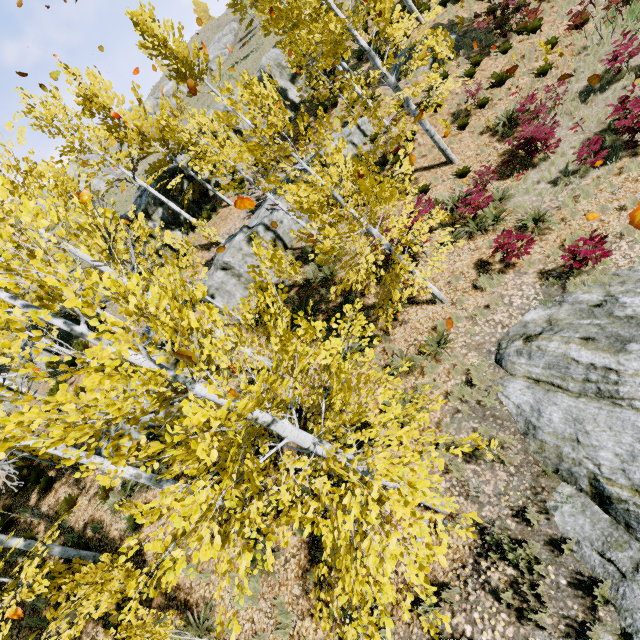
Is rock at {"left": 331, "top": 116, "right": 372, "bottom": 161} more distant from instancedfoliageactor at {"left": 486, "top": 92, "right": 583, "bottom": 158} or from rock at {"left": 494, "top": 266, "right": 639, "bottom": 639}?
rock at {"left": 494, "top": 266, "right": 639, "bottom": 639}

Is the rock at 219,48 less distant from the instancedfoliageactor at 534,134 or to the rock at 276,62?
the instancedfoliageactor at 534,134

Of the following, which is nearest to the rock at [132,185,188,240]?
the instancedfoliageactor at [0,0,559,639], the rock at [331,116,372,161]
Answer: the instancedfoliageactor at [0,0,559,639]

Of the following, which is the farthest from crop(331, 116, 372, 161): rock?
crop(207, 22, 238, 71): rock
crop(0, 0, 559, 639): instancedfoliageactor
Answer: crop(207, 22, 238, 71): rock

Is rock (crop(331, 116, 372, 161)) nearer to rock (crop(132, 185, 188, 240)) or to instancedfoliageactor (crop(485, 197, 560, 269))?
instancedfoliageactor (crop(485, 197, 560, 269))

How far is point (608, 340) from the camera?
5.91m

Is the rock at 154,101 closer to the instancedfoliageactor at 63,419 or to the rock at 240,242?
the instancedfoliageactor at 63,419

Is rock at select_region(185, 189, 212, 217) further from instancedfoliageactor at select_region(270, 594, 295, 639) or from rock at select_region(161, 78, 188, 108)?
rock at select_region(161, 78, 188, 108)
